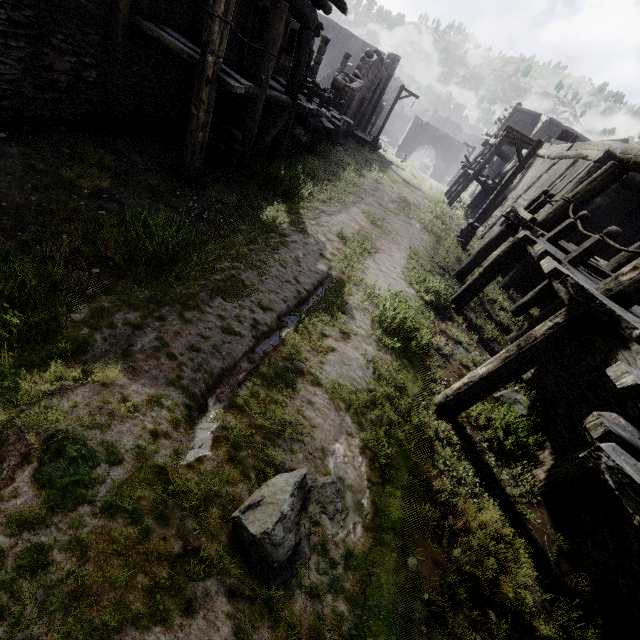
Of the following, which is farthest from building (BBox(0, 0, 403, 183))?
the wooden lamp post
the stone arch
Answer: the wooden lamp post

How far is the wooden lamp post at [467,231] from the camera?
12.3 meters

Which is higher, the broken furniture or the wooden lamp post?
the broken furniture

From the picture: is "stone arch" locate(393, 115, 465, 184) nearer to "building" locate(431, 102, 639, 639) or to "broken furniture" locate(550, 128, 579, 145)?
"building" locate(431, 102, 639, 639)

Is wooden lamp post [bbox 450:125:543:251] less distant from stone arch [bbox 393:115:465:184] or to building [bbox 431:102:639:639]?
building [bbox 431:102:639:639]

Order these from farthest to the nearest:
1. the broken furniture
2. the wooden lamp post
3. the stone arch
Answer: the stone arch < the broken furniture < the wooden lamp post

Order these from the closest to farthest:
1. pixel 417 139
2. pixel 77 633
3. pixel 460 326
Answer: pixel 77 633, pixel 460 326, pixel 417 139

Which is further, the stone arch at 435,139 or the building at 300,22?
the stone arch at 435,139
